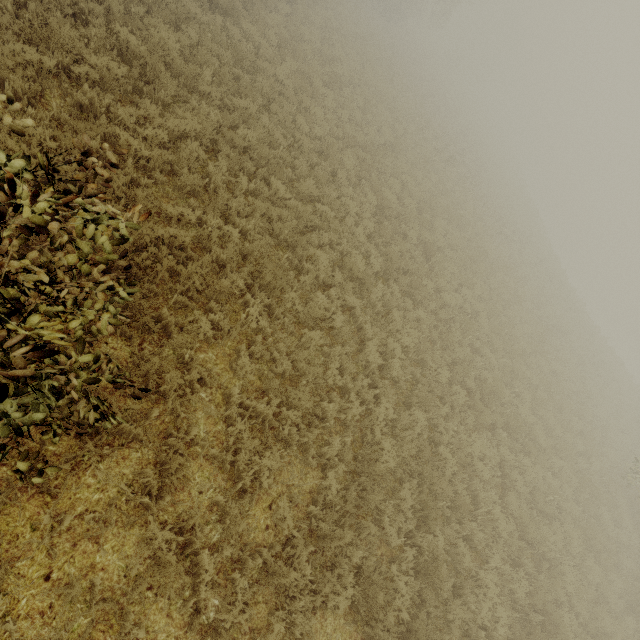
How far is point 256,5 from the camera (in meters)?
11.67
